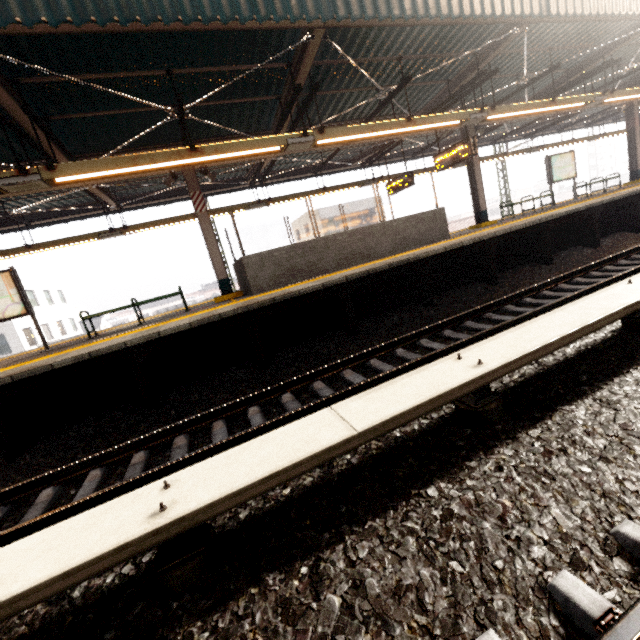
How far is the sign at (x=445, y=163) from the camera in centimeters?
915cm

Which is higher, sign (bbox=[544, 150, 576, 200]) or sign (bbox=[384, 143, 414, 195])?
sign (bbox=[384, 143, 414, 195])

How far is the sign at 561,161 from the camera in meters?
13.1 m

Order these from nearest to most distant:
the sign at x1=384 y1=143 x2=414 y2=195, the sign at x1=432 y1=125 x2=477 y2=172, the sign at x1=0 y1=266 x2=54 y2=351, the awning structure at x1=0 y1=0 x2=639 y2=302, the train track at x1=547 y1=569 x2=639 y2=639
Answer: the train track at x1=547 y1=569 x2=639 y2=639 < the awning structure at x1=0 y1=0 x2=639 y2=302 < the sign at x1=0 y1=266 x2=54 y2=351 < the sign at x1=432 y1=125 x2=477 y2=172 < the sign at x1=384 y1=143 x2=414 y2=195

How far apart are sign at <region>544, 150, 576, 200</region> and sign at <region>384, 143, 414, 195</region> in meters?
6.0 m

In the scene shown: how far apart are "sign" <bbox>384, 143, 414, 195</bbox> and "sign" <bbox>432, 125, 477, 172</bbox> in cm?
138

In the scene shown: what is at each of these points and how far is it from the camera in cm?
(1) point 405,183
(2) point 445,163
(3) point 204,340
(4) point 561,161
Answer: (1) sign, 1205
(2) sign, 1009
(3) platform underside, 617
(4) sign, 1326

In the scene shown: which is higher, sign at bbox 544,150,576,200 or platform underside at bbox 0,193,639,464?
sign at bbox 544,150,576,200
